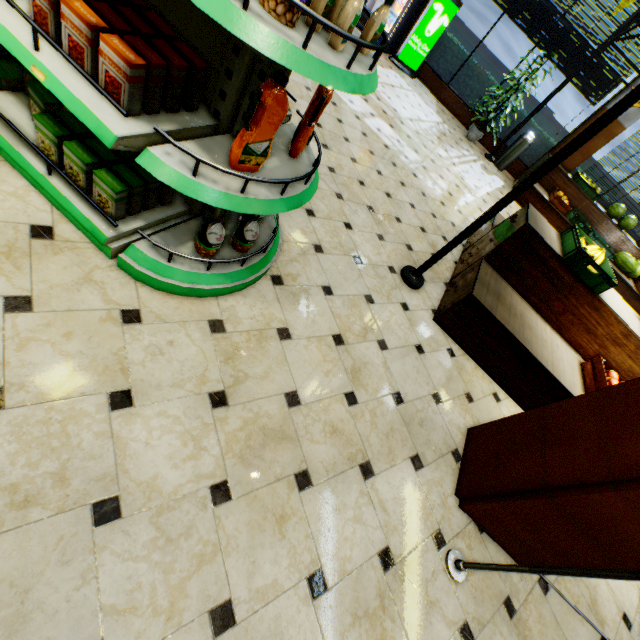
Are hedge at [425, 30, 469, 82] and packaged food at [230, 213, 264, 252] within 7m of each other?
no

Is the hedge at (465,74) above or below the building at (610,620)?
above

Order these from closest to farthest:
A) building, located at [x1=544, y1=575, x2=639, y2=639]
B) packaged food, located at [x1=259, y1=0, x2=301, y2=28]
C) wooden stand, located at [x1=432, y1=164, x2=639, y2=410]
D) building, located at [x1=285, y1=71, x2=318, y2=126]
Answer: packaged food, located at [x1=259, y1=0, x2=301, y2=28], building, located at [x1=544, y1=575, x2=639, y2=639], wooden stand, located at [x1=432, y1=164, x2=639, y2=410], building, located at [x1=285, y1=71, x2=318, y2=126]

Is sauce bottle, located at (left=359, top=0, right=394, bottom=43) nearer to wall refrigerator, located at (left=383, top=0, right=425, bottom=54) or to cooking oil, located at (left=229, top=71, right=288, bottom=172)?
cooking oil, located at (left=229, top=71, right=288, bottom=172)

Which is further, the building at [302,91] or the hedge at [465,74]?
the hedge at [465,74]

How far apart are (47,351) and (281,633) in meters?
1.6

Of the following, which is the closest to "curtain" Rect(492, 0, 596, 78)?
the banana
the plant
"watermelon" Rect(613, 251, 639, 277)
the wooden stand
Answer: the plant

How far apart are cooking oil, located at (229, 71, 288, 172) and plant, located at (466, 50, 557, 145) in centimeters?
870cm
